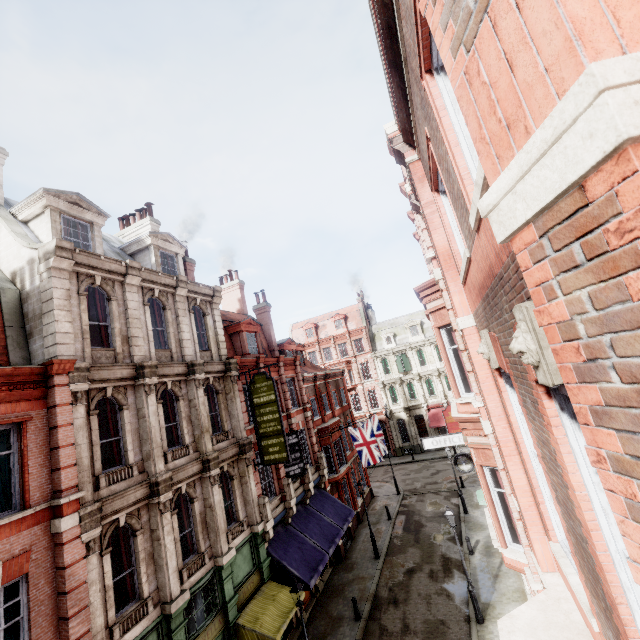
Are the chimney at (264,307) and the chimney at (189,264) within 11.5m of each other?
yes

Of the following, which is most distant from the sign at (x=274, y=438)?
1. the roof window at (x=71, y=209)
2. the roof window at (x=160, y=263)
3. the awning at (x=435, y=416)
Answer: the awning at (x=435, y=416)

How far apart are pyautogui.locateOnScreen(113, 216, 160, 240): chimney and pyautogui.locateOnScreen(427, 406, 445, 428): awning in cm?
3553

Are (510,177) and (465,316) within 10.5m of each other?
yes

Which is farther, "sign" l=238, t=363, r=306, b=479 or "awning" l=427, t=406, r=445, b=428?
"awning" l=427, t=406, r=445, b=428

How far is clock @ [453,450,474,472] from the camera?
16.94m

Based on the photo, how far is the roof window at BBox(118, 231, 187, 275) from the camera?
16.0m

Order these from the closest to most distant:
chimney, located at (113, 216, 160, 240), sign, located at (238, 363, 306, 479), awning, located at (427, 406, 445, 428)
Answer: sign, located at (238, 363, 306, 479), chimney, located at (113, 216, 160, 240), awning, located at (427, 406, 445, 428)
